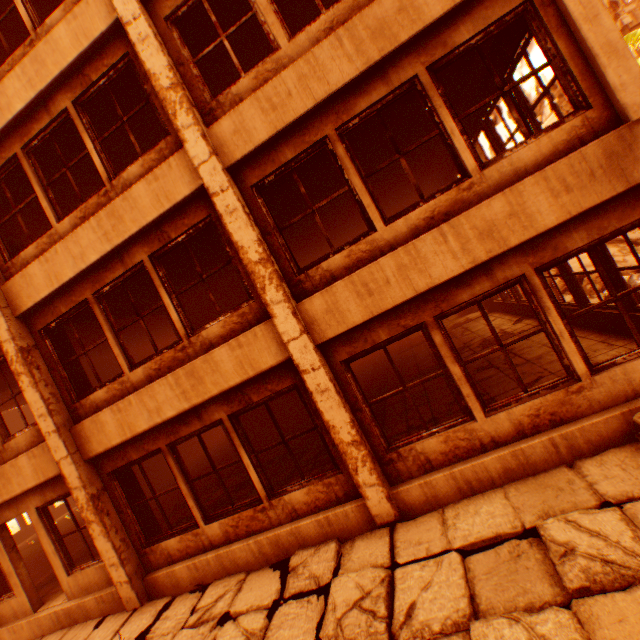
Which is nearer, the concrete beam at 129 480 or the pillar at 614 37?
the pillar at 614 37

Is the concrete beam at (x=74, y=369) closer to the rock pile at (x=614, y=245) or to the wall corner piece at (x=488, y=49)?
the wall corner piece at (x=488, y=49)

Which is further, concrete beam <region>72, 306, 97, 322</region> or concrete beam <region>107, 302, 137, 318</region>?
concrete beam <region>107, 302, 137, 318</region>

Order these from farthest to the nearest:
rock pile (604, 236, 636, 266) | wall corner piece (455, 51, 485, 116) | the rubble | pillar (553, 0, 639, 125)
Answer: the rubble, rock pile (604, 236, 636, 266), wall corner piece (455, 51, 485, 116), pillar (553, 0, 639, 125)

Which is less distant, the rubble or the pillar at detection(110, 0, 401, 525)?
the pillar at detection(110, 0, 401, 525)

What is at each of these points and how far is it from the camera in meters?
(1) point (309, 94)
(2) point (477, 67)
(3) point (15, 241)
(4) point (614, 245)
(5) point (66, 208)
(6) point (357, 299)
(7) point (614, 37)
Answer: (1) wall corner piece, 4.5 m
(2) wall corner piece, 5.8 m
(3) concrete beam, 6.7 m
(4) rock pile, 11.3 m
(5) concrete beam, 8.3 m
(6) wall corner piece, 4.6 m
(7) pillar, 3.7 m

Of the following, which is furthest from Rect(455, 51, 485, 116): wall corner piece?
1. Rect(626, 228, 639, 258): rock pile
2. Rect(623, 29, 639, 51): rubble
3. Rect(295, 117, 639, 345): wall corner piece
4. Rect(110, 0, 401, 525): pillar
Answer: Rect(626, 228, 639, 258): rock pile

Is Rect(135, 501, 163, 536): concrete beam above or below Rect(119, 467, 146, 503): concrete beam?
below
